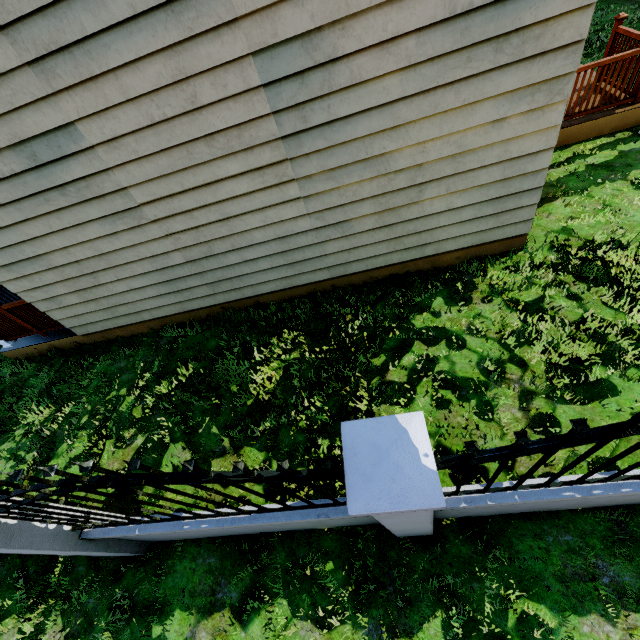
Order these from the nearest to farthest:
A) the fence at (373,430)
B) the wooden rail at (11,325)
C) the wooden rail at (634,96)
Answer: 1. the fence at (373,430)
2. the wooden rail at (634,96)
3. the wooden rail at (11,325)

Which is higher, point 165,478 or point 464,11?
point 464,11

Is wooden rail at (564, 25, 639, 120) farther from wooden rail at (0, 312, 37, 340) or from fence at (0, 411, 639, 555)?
wooden rail at (0, 312, 37, 340)

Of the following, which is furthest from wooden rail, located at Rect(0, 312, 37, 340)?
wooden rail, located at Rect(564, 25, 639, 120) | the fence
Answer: wooden rail, located at Rect(564, 25, 639, 120)

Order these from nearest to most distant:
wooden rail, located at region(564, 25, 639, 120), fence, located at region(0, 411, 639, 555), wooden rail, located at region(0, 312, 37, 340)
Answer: fence, located at region(0, 411, 639, 555)
wooden rail, located at region(564, 25, 639, 120)
wooden rail, located at region(0, 312, 37, 340)

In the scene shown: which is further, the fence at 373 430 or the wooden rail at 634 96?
the wooden rail at 634 96

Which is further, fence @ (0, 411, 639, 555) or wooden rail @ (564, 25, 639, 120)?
wooden rail @ (564, 25, 639, 120)
